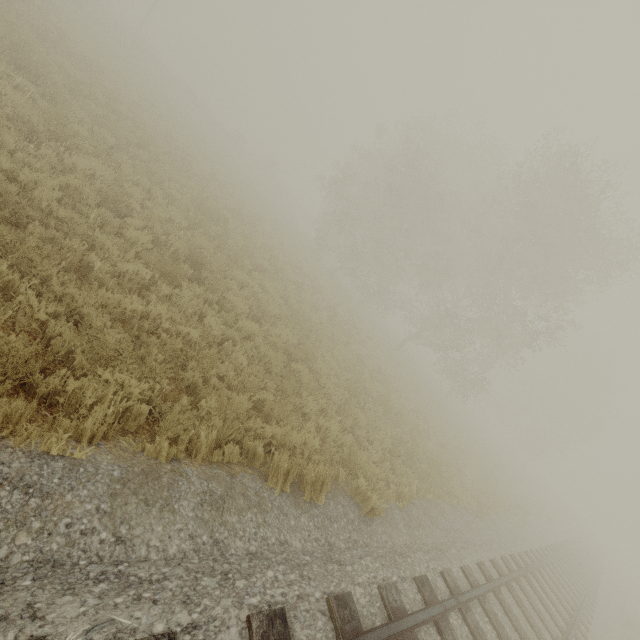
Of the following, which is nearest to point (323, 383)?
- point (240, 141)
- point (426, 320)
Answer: point (426, 320)
